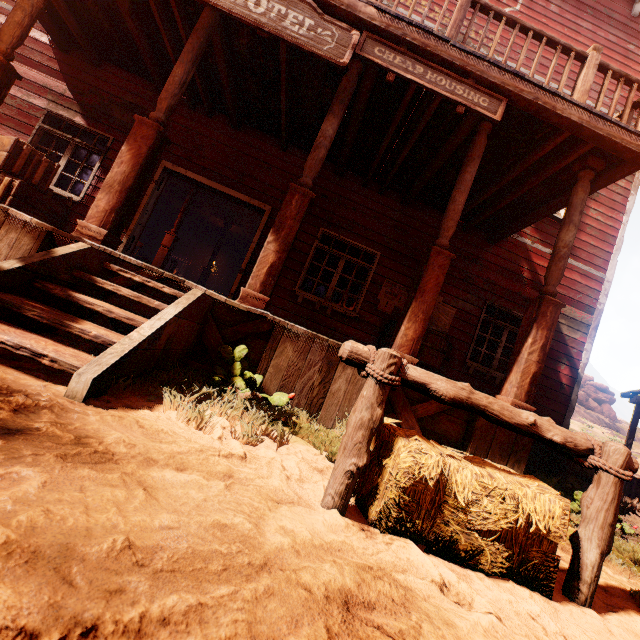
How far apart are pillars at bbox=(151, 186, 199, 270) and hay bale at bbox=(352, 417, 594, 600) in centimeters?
933cm

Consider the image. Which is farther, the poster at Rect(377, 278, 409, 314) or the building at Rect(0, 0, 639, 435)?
the poster at Rect(377, 278, 409, 314)

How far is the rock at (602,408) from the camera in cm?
4459

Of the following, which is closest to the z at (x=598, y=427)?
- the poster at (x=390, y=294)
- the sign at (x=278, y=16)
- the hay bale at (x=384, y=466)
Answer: the hay bale at (x=384, y=466)

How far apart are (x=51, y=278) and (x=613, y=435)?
49.3 meters

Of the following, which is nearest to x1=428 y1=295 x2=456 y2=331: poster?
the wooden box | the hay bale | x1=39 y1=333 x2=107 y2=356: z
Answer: x1=39 y1=333 x2=107 y2=356: z

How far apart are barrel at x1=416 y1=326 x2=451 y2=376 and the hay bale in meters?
3.1

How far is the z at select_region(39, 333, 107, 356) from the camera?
2.9 meters
